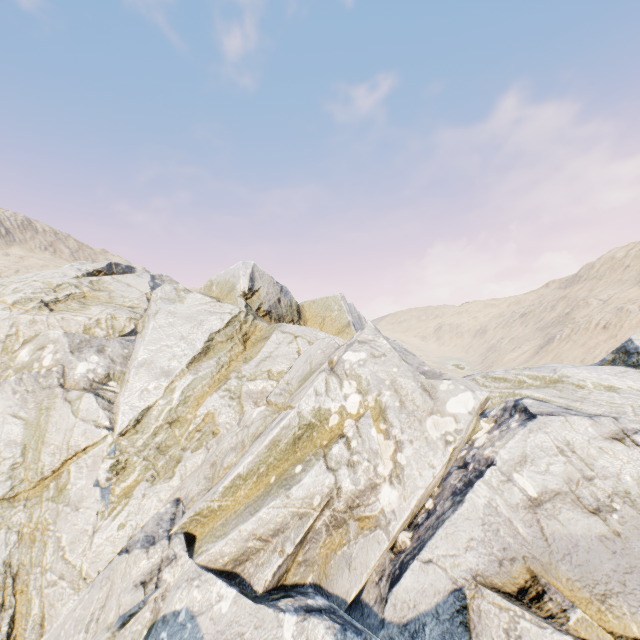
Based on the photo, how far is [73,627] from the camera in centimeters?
728cm
